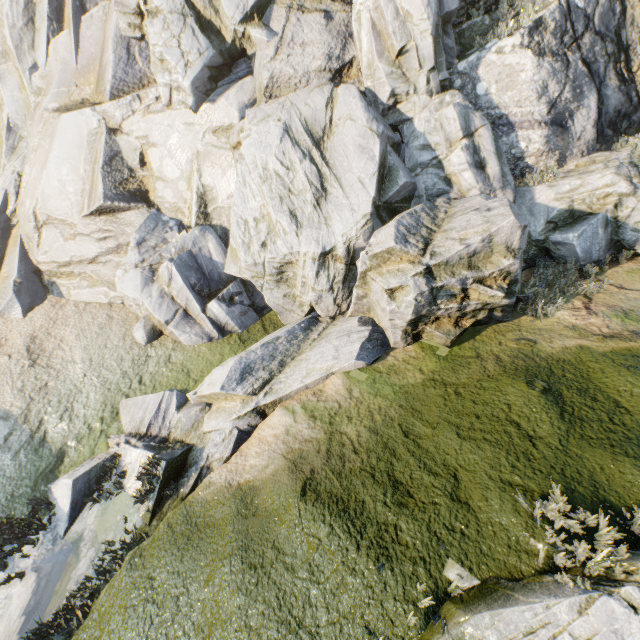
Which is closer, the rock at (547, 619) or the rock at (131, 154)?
the rock at (547, 619)

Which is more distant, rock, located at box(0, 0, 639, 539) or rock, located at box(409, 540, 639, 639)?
rock, located at box(0, 0, 639, 539)

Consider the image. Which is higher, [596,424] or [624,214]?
[624,214]
